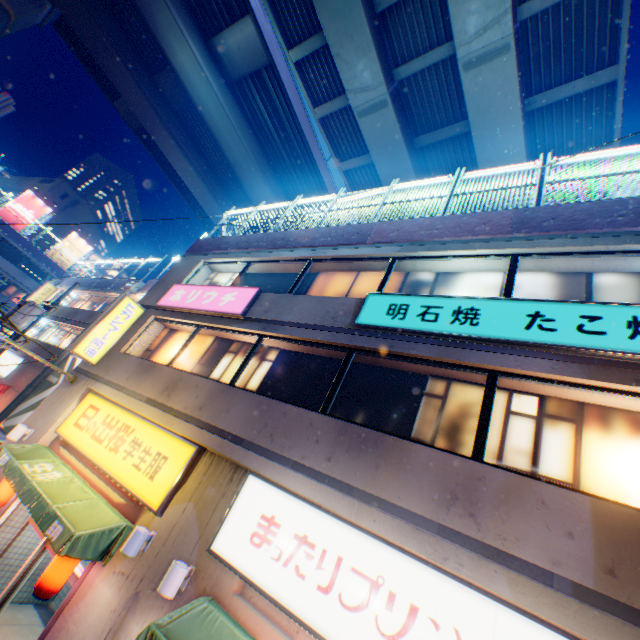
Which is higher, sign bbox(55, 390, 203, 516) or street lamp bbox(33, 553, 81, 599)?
sign bbox(55, 390, 203, 516)

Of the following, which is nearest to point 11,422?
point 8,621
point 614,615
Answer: point 8,621

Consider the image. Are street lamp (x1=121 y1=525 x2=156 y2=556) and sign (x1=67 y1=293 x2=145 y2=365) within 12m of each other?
yes

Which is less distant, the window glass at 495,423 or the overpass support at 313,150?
the window glass at 495,423

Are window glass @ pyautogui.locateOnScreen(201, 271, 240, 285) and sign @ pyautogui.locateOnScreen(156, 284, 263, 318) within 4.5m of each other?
yes

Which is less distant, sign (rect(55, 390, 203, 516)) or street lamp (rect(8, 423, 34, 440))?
sign (rect(55, 390, 203, 516))

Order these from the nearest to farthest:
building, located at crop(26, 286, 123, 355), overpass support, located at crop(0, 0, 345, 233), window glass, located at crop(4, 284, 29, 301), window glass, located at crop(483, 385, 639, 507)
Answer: window glass, located at crop(483, 385, 639, 507) < overpass support, located at crop(0, 0, 345, 233) < building, located at crop(26, 286, 123, 355) < window glass, located at crop(4, 284, 29, 301)

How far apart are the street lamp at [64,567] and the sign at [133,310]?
5.7 meters
